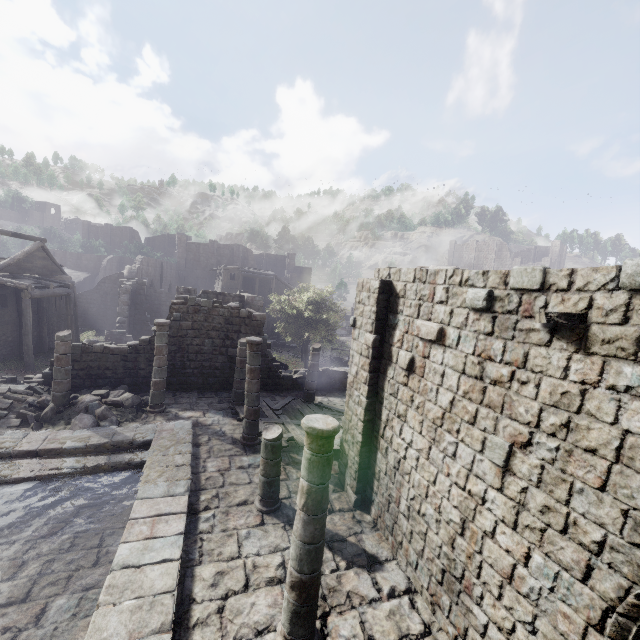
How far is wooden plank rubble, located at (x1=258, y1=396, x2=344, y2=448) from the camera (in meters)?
12.65

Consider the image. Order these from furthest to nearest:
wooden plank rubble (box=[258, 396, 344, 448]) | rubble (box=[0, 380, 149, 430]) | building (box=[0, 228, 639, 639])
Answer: wooden plank rubble (box=[258, 396, 344, 448]) → rubble (box=[0, 380, 149, 430]) → building (box=[0, 228, 639, 639])

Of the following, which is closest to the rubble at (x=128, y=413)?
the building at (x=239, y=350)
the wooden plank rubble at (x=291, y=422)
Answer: the building at (x=239, y=350)

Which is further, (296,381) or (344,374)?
(344,374)

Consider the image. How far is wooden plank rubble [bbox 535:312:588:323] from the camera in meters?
4.3

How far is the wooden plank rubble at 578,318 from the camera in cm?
431

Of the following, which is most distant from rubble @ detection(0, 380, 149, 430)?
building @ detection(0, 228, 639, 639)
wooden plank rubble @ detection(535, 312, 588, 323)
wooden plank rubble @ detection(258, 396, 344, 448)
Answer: wooden plank rubble @ detection(535, 312, 588, 323)

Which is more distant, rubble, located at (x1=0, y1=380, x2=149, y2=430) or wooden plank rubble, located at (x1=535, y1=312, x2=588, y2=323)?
rubble, located at (x1=0, y1=380, x2=149, y2=430)
